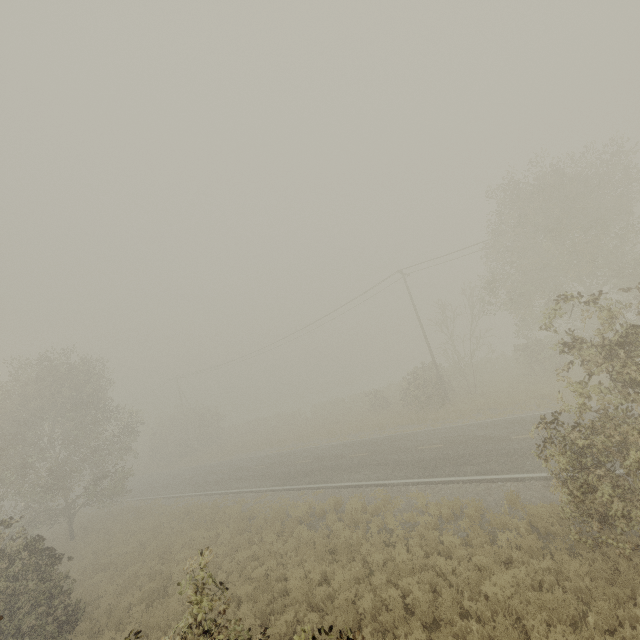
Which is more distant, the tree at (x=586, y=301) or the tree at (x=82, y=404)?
the tree at (x=82, y=404)

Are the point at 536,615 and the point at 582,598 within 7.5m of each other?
yes

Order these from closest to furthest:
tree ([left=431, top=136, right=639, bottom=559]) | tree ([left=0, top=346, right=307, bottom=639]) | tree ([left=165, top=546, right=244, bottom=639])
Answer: tree ([left=165, top=546, right=244, bottom=639]), tree ([left=431, top=136, right=639, bottom=559]), tree ([left=0, top=346, right=307, bottom=639])

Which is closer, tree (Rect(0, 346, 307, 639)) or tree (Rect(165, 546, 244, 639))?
tree (Rect(165, 546, 244, 639))

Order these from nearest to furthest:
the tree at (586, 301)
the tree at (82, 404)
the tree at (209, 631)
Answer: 1. the tree at (209, 631)
2. the tree at (586, 301)
3. the tree at (82, 404)

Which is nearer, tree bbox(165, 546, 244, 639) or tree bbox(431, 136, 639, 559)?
tree bbox(165, 546, 244, 639)
